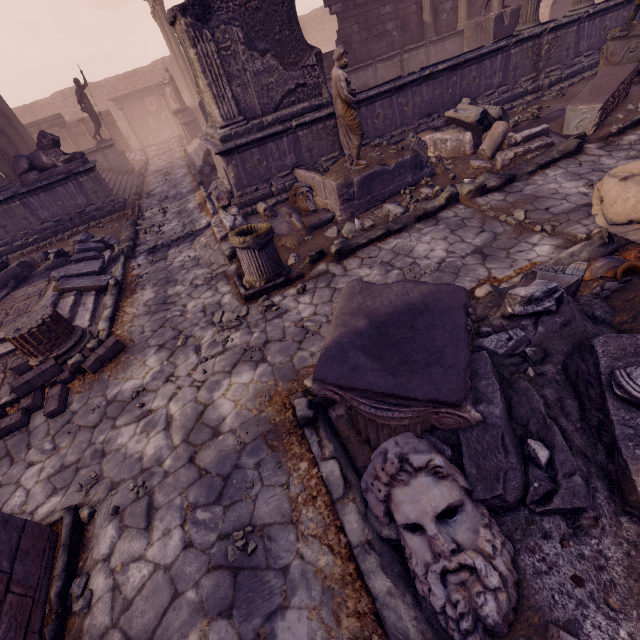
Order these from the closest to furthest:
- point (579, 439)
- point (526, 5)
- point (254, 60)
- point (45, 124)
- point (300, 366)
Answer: point (579, 439) → point (300, 366) → point (254, 60) → point (526, 5) → point (45, 124)

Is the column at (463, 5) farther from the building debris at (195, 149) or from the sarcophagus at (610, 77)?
the sarcophagus at (610, 77)

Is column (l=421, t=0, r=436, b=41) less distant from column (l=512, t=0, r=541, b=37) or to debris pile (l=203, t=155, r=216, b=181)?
column (l=512, t=0, r=541, b=37)

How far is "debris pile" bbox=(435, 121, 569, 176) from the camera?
6.30m

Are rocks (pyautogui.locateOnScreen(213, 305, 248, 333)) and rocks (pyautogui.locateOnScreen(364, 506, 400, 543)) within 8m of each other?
yes

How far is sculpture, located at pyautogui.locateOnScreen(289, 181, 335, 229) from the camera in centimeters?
643cm

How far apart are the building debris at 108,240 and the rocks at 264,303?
5.96m

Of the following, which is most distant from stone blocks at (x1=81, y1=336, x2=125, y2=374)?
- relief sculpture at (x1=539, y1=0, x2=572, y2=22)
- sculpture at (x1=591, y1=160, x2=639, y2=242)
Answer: relief sculpture at (x1=539, y1=0, x2=572, y2=22)
